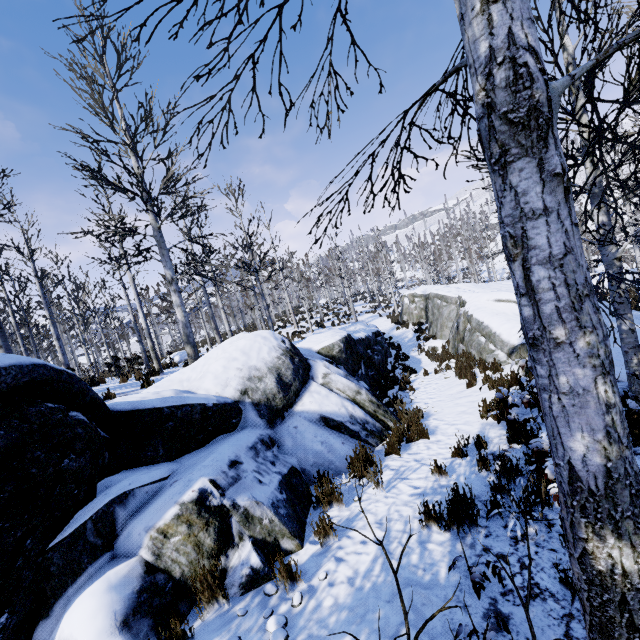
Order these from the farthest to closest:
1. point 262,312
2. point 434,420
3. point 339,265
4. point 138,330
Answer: point 262,312, point 339,265, point 138,330, point 434,420

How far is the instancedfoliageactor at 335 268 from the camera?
29.43m

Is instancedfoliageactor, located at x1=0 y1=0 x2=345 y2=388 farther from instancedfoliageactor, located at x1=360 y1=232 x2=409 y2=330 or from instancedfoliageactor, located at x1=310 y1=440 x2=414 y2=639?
instancedfoliageactor, located at x1=360 y1=232 x2=409 y2=330

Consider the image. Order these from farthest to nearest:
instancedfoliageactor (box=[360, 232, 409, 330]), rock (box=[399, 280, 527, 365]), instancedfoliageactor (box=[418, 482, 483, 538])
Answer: instancedfoliageactor (box=[360, 232, 409, 330]) < rock (box=[399, 280, 527, 365]) < instancedfoliageactor (box=[418, 482, 483, 538])

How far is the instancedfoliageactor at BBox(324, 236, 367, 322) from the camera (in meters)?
29.43

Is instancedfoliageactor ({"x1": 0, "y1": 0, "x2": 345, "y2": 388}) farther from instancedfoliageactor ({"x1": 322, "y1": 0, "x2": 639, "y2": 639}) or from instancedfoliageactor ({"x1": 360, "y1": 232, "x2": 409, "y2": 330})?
instancedfoliageactor ({"x1": 360, "y1": 232, "x2": 409, "y2": 330})

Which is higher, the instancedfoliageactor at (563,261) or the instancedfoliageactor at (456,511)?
the instancedfoliageactor at (563,261)

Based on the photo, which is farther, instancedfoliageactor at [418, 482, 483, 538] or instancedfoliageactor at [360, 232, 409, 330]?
instancedfoliageactor at [360, 232, 409, 330]
